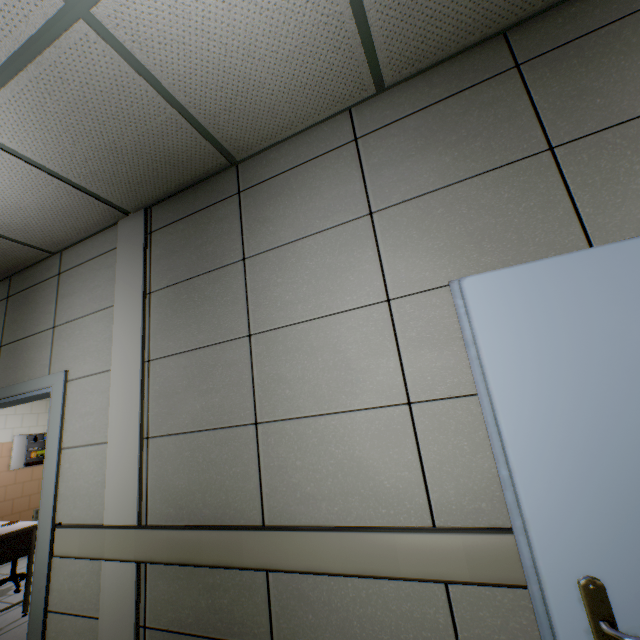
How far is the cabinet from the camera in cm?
561

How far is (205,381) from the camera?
1.91m

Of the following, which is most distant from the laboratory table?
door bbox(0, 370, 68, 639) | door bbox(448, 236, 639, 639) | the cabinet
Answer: door bbox(448, 236, 639, 639)

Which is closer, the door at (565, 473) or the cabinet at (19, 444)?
the door at (565, 473)

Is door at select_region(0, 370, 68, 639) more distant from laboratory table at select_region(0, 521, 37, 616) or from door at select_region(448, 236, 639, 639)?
door at select_region(448, 236, 639, 639)

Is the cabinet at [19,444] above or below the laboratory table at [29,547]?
above

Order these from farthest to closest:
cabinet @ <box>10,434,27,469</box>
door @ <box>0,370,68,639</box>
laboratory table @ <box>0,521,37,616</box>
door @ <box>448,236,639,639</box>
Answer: cabinet @ <box>10,434,27,469</box>
laboratory table @ <box>0,521,37,616</box>
door @ <box>0,370,68,639</box>
door @ <box>448,236,639,639</box>
